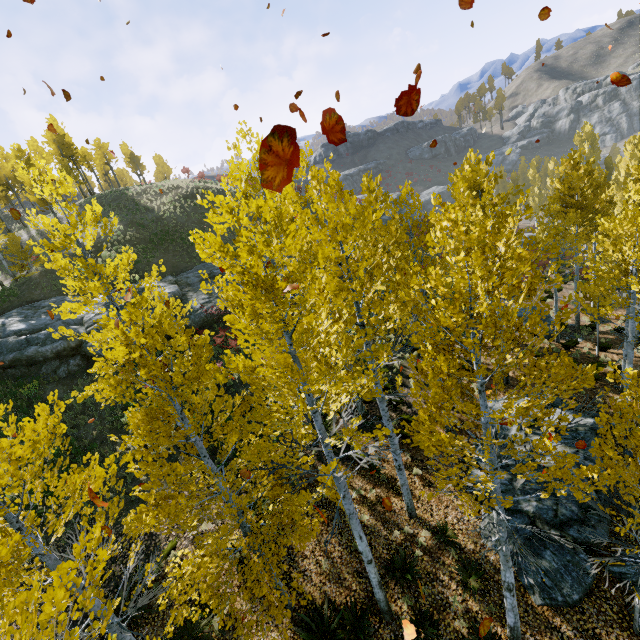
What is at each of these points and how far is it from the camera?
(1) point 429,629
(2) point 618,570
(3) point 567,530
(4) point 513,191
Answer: (1) instancedfoliageactor, 7.8 meters
(2) rock, 8.4 meters
(3) rock, 9.0 meters
(4) instancedfoliageactor, 47.2 meters

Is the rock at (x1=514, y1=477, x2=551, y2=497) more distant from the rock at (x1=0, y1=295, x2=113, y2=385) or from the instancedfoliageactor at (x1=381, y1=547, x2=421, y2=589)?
the rock at (x1=0, y1=295, x2=113, y2=385)

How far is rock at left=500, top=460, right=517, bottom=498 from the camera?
10.2 meters

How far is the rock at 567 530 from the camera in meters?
8.1

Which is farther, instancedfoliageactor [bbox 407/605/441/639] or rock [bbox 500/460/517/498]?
rock [bbox 500/460/517/498]

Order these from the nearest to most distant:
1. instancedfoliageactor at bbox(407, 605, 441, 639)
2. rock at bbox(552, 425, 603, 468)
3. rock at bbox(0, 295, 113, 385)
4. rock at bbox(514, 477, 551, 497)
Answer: instancedfoliageactor at bbox(407, 605, 441, 639) → rock at bbox(514, 477, 551, 497) → rock at bbox(552, 425, 603, 468) → rock at bbox(0, 295, 113, 385)

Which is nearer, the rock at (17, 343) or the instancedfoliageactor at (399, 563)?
the instancedfoliageactor at (399, 563)
